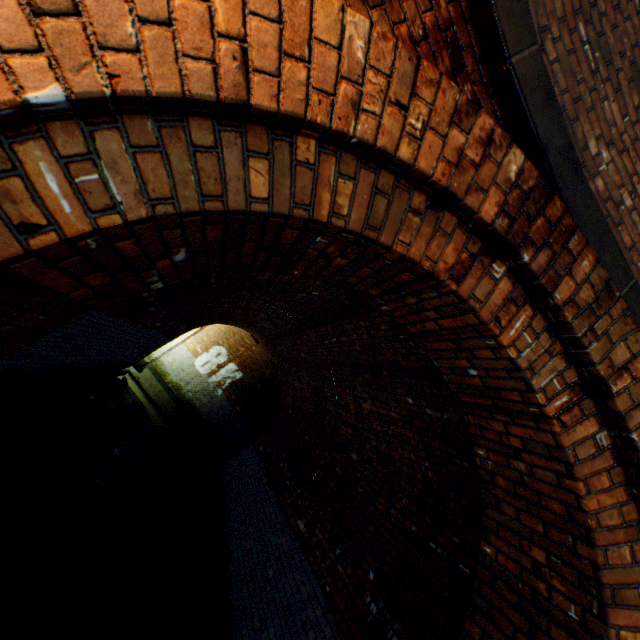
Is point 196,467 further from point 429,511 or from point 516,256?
point 516,256

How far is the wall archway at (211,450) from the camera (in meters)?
14.18

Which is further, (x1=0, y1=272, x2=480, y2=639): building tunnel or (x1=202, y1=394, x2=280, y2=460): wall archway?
(x1=202, y1=394, x2=280, y2=460): wall archway

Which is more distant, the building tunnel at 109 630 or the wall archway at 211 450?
the wall archway at 211 450

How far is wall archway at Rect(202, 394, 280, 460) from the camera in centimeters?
1418cm
